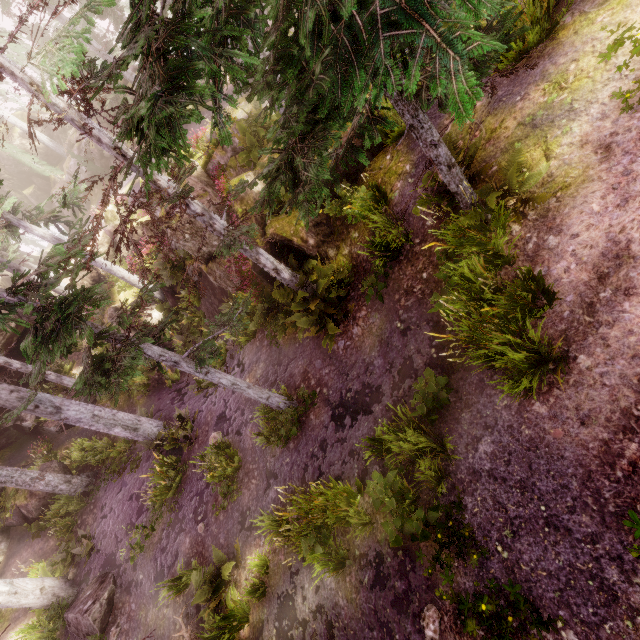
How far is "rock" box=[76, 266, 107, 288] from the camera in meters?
22.5 m

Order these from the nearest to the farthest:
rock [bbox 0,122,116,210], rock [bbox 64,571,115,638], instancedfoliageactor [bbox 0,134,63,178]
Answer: rock [bbox 64,571,115,638] < rock [bbox 0,122,116,210] < instancedfoliageactor [bbox 0,134,63,178]

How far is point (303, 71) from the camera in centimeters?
333cm

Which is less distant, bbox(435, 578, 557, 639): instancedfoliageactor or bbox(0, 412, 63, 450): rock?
bbox(435, 578, 557, 639): instancedfoliageactor

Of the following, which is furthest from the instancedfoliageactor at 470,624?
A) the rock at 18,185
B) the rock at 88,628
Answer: the rock at 88,628

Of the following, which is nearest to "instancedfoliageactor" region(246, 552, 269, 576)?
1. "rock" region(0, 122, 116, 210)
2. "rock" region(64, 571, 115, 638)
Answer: "rock" region(0, 122, 116, 210)
